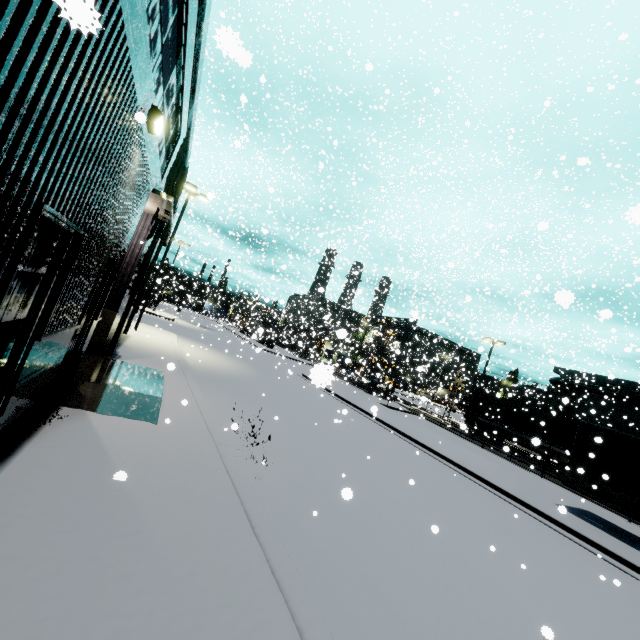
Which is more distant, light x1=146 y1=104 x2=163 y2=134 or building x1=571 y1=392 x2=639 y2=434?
building x1=571 y1=392 x2=639 y2=434

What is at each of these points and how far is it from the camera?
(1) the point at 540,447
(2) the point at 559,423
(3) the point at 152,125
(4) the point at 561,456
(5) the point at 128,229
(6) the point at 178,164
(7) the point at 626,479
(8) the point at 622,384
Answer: (1) flatcar, 24.8m
(2) cargo container, 24.3m
(3) light, 5.3m
(4) flatcar, 23.5m
(5) building, 7.1m
(6) tree, 10.4m
(7) semi trailer, 11.6m
(8) building, 35.1m

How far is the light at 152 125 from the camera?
5.15m

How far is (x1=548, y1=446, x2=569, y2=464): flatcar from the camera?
23.06m

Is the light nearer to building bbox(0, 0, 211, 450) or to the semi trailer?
building bbox(0, 0, 211, 450)

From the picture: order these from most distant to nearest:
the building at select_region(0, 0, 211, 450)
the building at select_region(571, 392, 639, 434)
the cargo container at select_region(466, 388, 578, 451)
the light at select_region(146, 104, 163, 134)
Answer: the building at select_region(571, 392, 639, 434) → the cargo container at select_region(466, 388, 578, 451) → the light at select_region(146, 104, 163, 134) → the building at select_region(0, 0, 211, 450)

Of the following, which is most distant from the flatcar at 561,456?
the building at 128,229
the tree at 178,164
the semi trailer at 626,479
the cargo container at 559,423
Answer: the tree at 178,164

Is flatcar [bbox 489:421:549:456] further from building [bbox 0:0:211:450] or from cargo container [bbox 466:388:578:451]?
building [bbox 0:0:211:450]
